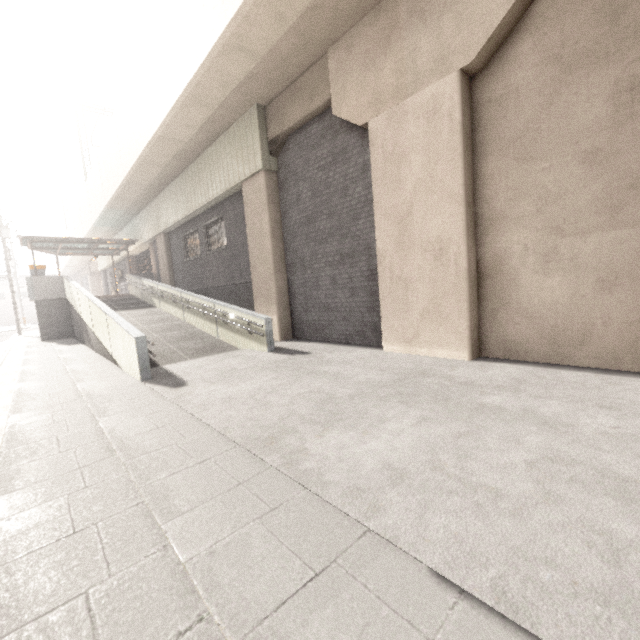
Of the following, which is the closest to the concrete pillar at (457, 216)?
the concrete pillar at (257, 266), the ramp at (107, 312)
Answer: the concrete pillar at (257, 266)

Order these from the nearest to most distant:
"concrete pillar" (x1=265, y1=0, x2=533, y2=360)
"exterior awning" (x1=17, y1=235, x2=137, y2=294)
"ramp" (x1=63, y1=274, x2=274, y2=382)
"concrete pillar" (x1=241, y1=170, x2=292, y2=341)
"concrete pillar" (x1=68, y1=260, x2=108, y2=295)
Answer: "concrete pillar" (x1=265, y1=0, x2=533, y2=360) → "ramp" (x1=63, y1=274, x2=274, y2=382) → "concrete pillar" (x1=241, y1=170, x2=292, y2=341) → "exterior awning" (x1=17, y1=235, x2=137, y2=294) → "concrete pillar" (x1=68, y1=260, x2=108, y2=295)

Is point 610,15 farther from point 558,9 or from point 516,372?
point 516,372

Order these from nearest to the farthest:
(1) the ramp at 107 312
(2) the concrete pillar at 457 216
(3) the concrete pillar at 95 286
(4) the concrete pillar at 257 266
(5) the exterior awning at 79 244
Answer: (2) the concrete pillar at 457 216 → (1) the ramp at 107 312 → (4) the concrete pillar at 257 266 → (5) the exterior awning at 79 244 → (3) the concrete pillar at 95 286

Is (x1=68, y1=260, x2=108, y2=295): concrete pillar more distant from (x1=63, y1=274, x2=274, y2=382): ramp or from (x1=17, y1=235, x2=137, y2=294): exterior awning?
(x1=63, y1=274, x2=274, y2=382): ramp

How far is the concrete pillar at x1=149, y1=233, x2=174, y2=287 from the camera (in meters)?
17.17

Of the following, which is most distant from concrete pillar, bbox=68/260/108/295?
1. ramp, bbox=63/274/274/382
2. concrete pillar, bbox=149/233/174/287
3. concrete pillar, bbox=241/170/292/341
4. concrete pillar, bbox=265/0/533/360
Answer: concrete pillar, bbox=265/0/533/360

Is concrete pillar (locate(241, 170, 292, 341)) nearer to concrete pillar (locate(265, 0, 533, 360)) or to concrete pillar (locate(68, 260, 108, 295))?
concrete pillar (locate(265, 0, 533, 360))
